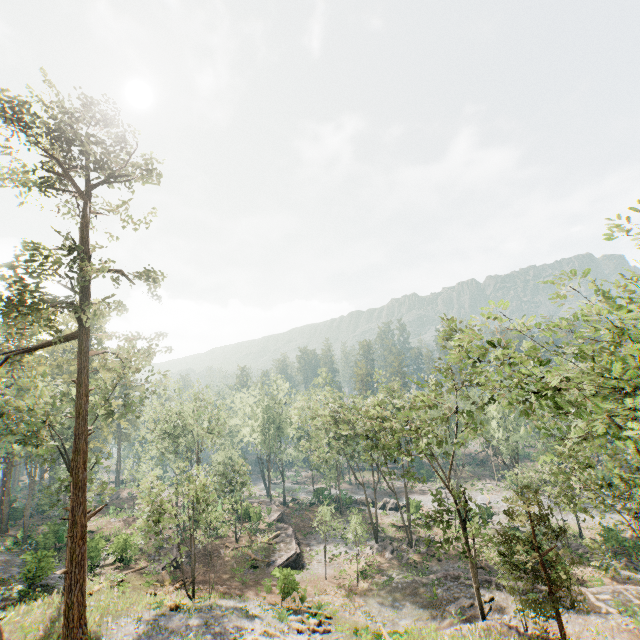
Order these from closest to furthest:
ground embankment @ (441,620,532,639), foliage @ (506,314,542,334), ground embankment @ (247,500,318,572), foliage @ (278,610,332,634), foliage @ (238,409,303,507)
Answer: foliage @ (506,314,542,334) < ground embankment @ (441,620,532,639) < foliage @ (278,610,332,634) < ground embankment @ (247,500,318,572) < foliage @ (238,409,303,507)

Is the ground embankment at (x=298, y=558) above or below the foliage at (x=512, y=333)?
below

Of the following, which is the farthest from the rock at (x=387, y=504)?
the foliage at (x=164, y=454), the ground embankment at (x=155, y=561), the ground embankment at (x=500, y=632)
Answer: the ground embankment at (x=500, y=632)

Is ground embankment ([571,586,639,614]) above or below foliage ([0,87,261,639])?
below

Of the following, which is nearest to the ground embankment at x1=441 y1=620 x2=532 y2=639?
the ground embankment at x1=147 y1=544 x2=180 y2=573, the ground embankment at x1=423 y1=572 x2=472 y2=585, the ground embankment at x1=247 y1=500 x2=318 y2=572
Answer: the ground embankment at x1=423 y1=572 x2=472 y2=585

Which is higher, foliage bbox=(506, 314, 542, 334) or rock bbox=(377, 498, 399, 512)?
foliage bbox=(506, 314, 542, 334)

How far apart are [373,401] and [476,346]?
29.9m

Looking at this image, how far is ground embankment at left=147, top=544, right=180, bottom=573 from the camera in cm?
3088
